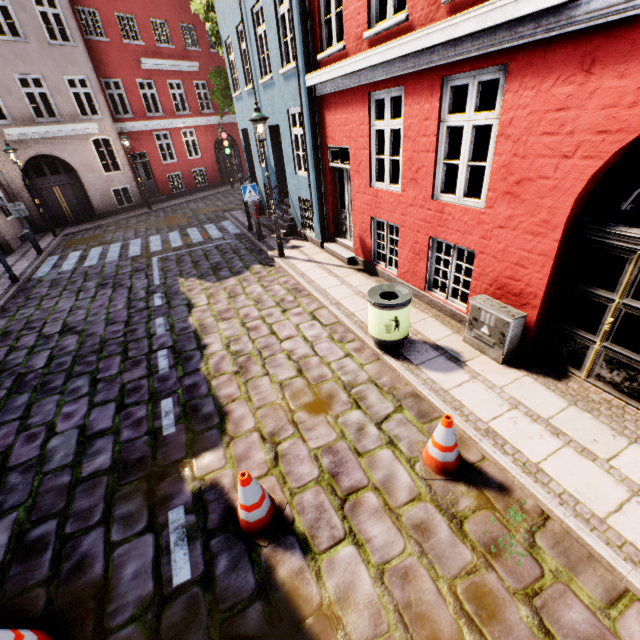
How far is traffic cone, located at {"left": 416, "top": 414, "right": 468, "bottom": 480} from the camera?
3.5 meters

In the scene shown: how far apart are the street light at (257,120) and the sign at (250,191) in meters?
1.8

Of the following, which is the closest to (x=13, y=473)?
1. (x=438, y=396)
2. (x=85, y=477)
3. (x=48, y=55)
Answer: (x=85, y=477)

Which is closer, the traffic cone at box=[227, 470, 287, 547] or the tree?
the traffic cone at box=[227, 470, 287, 547]

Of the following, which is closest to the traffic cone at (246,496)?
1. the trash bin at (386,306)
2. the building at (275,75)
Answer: the trash bin at (386,306)

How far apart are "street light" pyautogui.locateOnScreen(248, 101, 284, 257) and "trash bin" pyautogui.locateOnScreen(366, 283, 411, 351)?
5.0m

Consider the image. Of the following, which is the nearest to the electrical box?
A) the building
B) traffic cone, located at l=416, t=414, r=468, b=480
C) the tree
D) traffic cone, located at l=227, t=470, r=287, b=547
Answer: the building

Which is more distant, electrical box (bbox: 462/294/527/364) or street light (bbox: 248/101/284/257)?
street light (bbox: 248/101/284/257)
